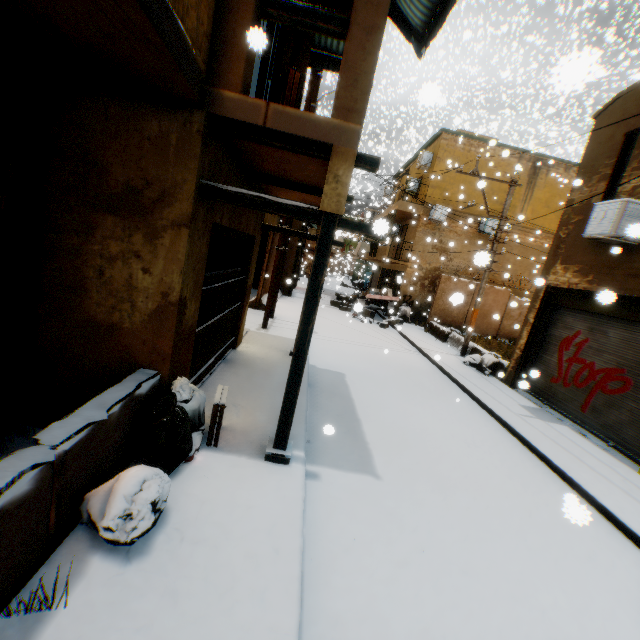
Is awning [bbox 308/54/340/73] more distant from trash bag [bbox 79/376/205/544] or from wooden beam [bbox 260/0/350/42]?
trash bag [bbox 79/376/205/544]

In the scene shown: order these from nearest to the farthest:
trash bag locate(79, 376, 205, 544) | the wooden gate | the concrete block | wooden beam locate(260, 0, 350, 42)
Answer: trash bag locate(79, 376, 205, 544) → wooden beam locate(260, 0, 350, 42) → the wooden gate → the concrete block

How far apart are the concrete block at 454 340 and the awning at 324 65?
2.63m

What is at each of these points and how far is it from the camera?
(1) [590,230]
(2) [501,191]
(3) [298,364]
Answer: (1) air conditioner, 7.66m
(2) building, 18.78m
(3) wooden beam, 3.94m

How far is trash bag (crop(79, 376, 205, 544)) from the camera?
2.6 meters

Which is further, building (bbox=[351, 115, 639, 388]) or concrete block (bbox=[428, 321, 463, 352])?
concrete block (bbox=[428, 321, 463, 352])

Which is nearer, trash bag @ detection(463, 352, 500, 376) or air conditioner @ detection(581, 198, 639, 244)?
air conditioner @ detection(581, 198, 639, 244)

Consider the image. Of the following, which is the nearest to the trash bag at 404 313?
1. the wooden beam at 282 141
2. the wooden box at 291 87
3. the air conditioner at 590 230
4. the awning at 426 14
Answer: the air conditioner at 590 230
